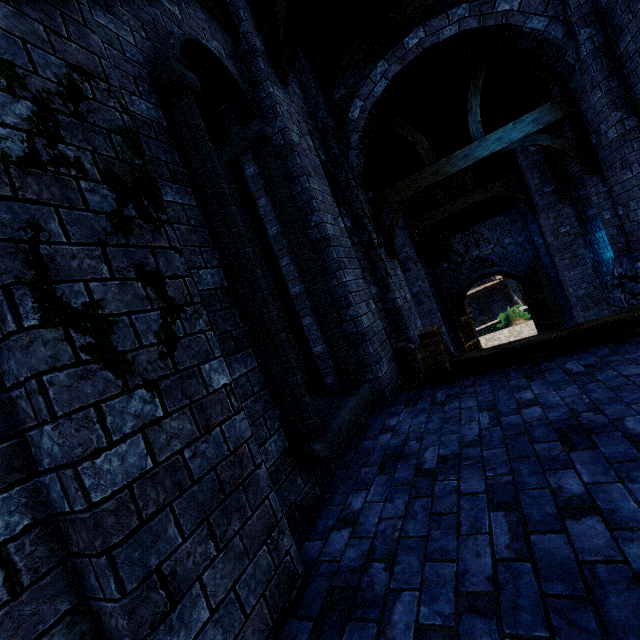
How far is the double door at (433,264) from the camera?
Result: 13.67m

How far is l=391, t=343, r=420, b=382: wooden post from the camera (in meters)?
5.57

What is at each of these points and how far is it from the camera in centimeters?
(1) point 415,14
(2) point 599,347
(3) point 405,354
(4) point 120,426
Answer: (1) building, 664cm
(2) wooden beam, 387cm
(3) wooden post, 557cm
(4) building, 142cm

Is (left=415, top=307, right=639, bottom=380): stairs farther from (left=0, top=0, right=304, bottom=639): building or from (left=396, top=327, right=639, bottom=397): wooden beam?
(left=0, top=0, right=304, bottom=639): building

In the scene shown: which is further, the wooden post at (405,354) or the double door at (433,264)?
the double door at (433,264)

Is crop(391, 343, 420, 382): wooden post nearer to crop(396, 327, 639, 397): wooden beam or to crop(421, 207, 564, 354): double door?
crop(396, 327, 639, 397): wooden beam

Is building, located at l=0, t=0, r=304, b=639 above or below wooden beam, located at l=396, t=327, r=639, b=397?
above

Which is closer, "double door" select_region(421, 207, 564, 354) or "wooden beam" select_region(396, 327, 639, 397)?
"wooden beam" select_region(396, 327, 639, 397)
